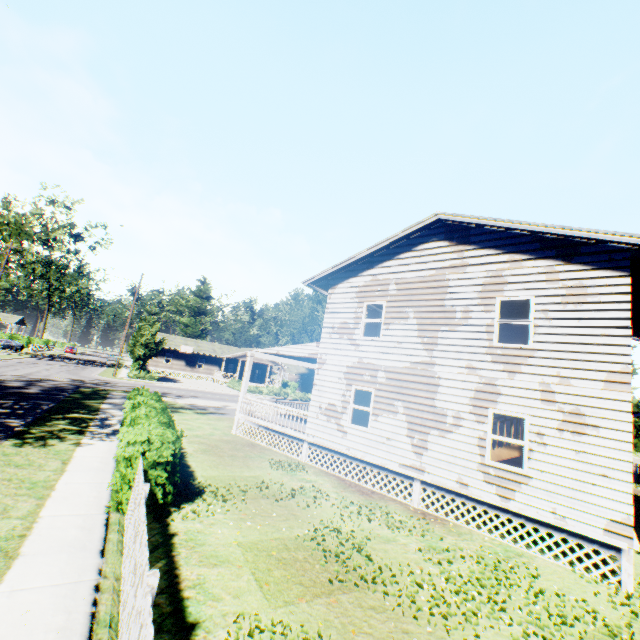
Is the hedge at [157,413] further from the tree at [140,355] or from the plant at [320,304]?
the tree at [140,355]

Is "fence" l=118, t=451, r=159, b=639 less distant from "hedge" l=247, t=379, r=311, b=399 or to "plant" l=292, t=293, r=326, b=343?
"plant" l=292, t=293, r=326, b=343

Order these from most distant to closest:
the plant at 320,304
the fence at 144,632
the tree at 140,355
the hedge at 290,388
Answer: the plant at 320,304 → the hedge at 290,388 → the tree at 140,355 → the fence at 144,632

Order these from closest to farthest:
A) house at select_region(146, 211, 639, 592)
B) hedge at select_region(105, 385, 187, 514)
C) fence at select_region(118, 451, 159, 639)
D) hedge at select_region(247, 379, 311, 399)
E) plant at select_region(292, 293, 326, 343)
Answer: fence at select_region(118, 451, 159, 639) → hedge at select_region(105, 385, 187, 514) → house at select_region(146, 211, 639, 592) → hedge at select_region(247, 379, 311, 399) → plant at select_region(292, 293, 326, 343)

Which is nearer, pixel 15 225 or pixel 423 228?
pixel 423 228

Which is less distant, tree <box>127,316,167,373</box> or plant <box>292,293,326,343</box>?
Result: tree <box>127,316,167,373</box>

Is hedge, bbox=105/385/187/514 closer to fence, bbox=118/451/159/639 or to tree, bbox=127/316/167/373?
fence, bbox=118/451/159/639

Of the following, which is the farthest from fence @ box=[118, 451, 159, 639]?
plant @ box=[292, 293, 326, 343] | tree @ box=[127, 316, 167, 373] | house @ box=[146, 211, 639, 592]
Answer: tree @ box=[127, 316, 167, 373]
